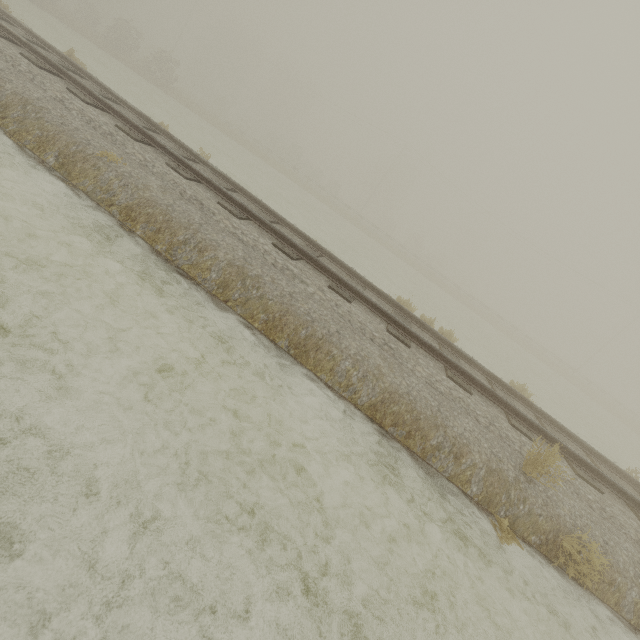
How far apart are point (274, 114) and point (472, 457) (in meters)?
68.48
